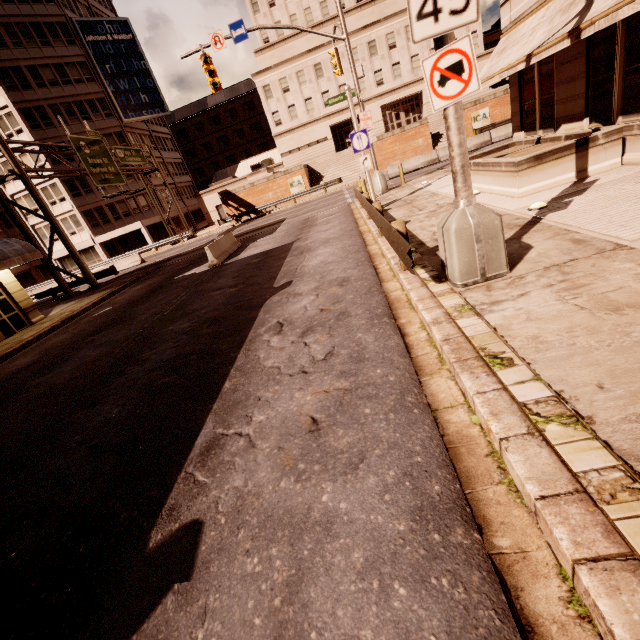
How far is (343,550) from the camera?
2.4m

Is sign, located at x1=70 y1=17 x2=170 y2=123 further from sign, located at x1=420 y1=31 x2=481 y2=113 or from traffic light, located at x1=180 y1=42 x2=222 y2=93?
sign, located at x1=420 y1=31 x2=481 y2=113

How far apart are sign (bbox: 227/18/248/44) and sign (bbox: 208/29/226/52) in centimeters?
32cm

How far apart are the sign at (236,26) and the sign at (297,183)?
20.6 meters

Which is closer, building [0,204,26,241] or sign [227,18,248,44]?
sign [227,18,248,44]

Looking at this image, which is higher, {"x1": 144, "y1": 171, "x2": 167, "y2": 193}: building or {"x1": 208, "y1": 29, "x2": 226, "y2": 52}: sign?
{"x1": 208, "y1": 29, "x2": 226, "y2": 52}: sign

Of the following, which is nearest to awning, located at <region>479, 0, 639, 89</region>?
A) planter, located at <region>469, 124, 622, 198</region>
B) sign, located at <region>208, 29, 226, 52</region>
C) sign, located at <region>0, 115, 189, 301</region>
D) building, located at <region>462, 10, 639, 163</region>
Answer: building, located at <region>462, 10, 639, 163</region>

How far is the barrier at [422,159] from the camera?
25.1 meters
